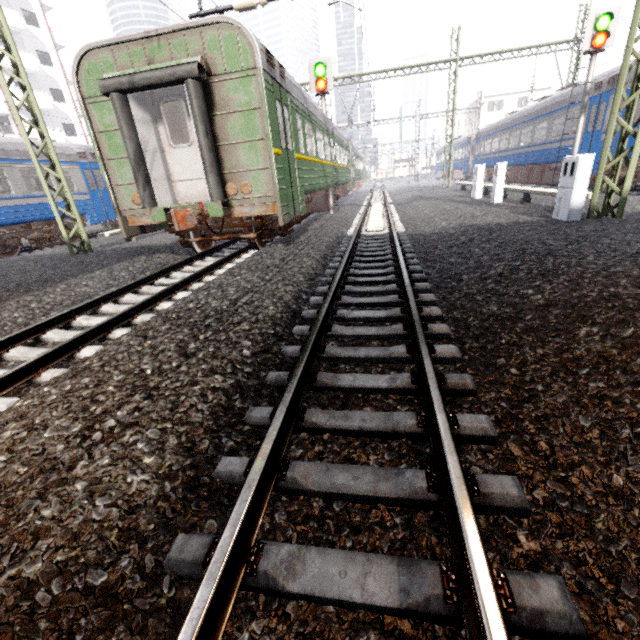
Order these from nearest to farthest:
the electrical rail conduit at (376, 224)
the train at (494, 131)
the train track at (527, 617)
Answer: the train track at (527, 617) → the electrical rail conduit at (376, 224) → the train at (494, 131)

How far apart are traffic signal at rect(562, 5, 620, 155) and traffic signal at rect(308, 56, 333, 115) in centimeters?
896cm

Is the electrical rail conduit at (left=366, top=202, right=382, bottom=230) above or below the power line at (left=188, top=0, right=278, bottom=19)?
below

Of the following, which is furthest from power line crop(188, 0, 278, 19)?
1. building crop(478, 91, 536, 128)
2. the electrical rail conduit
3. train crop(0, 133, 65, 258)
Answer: building crop(478, 91, 536, 128)

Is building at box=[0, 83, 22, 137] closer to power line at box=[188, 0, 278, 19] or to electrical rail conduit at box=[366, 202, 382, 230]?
power line at box=[188, 0, 278, 19]

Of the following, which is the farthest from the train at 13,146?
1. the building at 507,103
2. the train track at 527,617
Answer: the building at 507,103

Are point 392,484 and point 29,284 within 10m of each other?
yes

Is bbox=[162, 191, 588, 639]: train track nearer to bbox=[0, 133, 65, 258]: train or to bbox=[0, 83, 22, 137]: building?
bbox=[0, 133, 65, 258]: train
